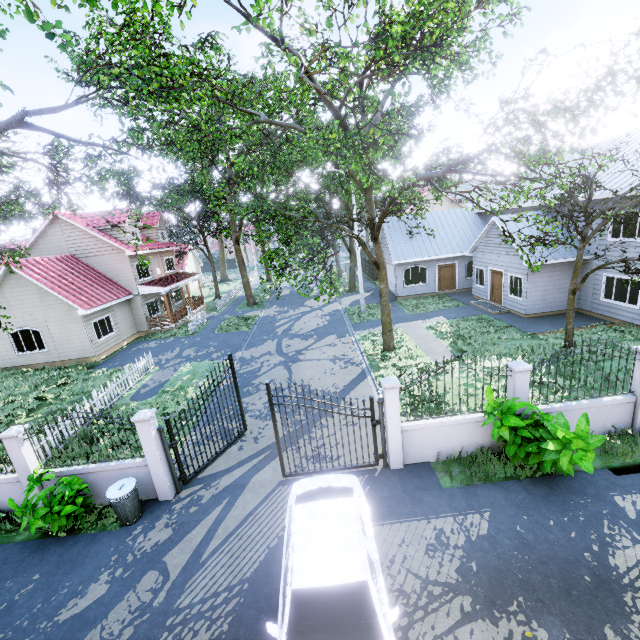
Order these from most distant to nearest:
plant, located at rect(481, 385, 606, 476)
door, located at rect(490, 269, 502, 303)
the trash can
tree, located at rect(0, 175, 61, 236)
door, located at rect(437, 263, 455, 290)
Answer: Answer: door, located at rect(437, 263, 455, 290) < door, located at rect(490, 269, 502, 303) < tree, located at rect(0, 175, 61, 236) < the trash can < plant, located at rect(481, 385, 606, 476)

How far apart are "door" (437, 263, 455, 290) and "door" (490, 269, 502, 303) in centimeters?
441cm

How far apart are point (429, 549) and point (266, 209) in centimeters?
→ 2795cm

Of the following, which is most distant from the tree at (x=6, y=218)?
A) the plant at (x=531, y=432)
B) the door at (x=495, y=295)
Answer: the door at (x=495, y=295)

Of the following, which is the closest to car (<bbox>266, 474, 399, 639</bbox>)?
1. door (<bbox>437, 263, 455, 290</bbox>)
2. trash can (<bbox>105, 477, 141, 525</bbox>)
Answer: trash can (<bbox>105, 477, 141, 525</bbox>)

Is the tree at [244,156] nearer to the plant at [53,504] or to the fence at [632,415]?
the fence at [632,415]

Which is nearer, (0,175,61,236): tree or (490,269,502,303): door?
(0,175,61,236): tree

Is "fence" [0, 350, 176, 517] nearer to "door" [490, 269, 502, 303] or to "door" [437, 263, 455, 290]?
"door" [490, 269, 502, 303]
